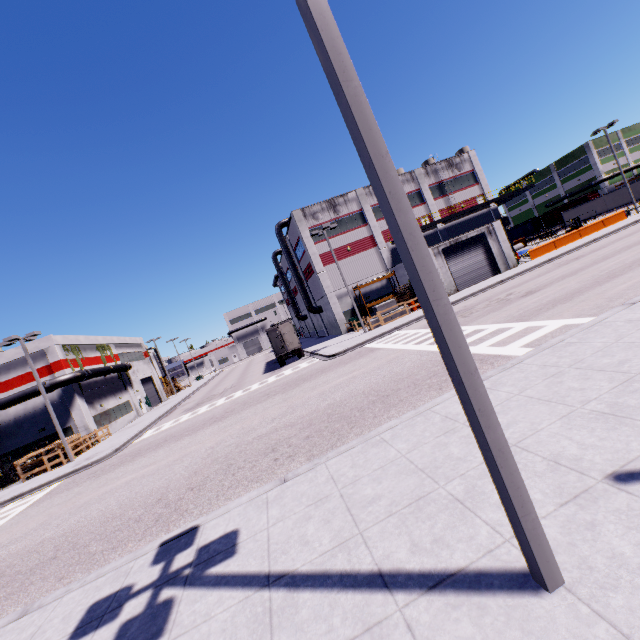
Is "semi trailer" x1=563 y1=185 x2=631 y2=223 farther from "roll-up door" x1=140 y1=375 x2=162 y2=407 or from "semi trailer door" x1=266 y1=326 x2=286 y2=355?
"roll-up door" x1=140 y1=375 x2=162 y2=407

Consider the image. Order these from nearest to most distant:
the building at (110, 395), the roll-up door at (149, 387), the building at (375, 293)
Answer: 1. the building at (110, 395)
2. the building at (375, 293)
3. the roll-up door at (149, 387)

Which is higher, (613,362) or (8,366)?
(8,366)

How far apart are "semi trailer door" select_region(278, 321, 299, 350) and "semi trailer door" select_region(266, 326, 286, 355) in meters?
0.5

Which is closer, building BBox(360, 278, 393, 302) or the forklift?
the forklift

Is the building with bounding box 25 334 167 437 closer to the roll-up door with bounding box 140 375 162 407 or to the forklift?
the roll-up door with bounding box 140 375 162 407

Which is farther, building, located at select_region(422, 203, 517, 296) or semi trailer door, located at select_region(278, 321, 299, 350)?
semi trailer door, located at select_region(278, 321, 299, 350)

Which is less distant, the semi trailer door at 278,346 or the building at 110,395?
the building at 110,395
